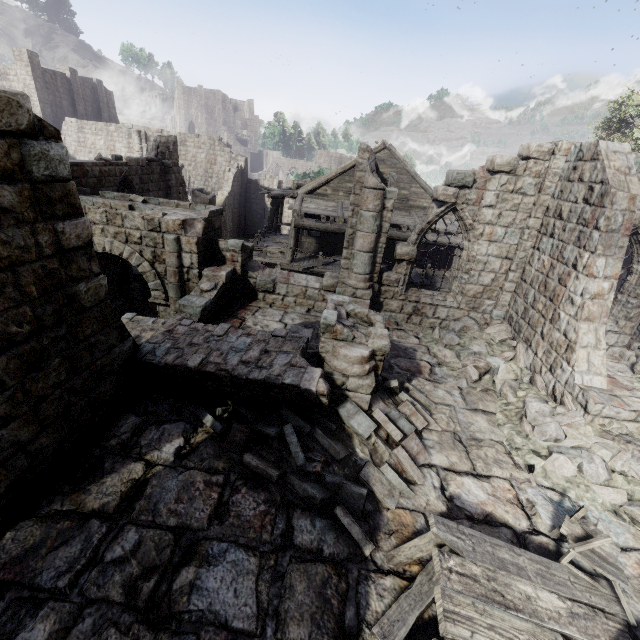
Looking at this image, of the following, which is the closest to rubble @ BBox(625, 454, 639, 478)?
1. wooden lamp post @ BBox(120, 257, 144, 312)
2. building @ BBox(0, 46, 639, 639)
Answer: building @ BBox(0, 46, 639, 639)

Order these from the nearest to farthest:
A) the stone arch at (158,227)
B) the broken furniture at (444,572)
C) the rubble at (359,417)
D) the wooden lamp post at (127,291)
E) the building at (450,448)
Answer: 1. the broken furniture at (444,572)
2. the building at (450,448)
3. the rubble at (359,417)
4. the stone arch at (158,227)
5. the wooden lamp post at (127,291)

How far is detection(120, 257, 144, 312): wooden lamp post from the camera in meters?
13.8

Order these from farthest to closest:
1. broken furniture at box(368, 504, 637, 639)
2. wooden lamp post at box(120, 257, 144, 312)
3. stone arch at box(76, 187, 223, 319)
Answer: wooden lamp post at box(120, 257, 144, 312)
stone arch at box(76, 187, 223, 319)
broken furniture at box(368, 504, 637, 639)

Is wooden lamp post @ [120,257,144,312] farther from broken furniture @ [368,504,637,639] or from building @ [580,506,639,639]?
broken furniture @ [368,504,637,639]

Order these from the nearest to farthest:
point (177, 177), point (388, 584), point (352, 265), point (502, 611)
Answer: point (502, 611) < point (388, 584) < point (352, 265) < point (177, 177)

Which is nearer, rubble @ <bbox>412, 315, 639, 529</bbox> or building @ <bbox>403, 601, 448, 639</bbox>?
building @ <bbox>403, 601, 448, 639</bbox>

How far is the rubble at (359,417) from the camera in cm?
489
